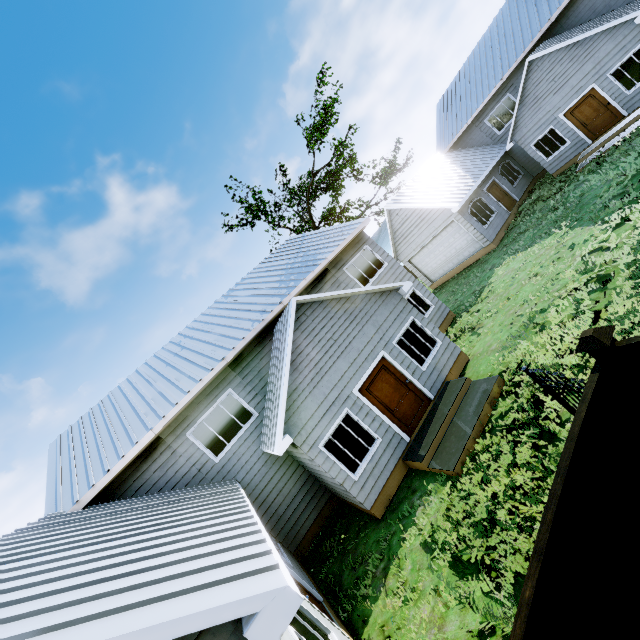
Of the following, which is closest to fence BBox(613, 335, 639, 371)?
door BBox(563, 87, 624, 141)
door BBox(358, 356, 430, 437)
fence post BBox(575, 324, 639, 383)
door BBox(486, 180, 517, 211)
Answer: fence post BBox(575, 324, 639, 383)

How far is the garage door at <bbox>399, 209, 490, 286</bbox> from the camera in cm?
1883

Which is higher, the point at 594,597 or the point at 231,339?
the point at 231,339

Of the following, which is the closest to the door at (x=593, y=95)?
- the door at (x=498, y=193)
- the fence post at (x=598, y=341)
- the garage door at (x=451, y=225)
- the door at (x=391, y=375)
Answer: the door at (x=498, y=193)

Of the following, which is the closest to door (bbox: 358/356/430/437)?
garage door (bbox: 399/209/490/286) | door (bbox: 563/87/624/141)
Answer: garage door (bbox: 399/209/490/286)

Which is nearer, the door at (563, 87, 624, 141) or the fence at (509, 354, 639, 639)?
the fence at (509, 354, 639, 639)

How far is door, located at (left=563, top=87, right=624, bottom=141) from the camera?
15.5 meters

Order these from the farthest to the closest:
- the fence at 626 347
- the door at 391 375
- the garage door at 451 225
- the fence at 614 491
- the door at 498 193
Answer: the door at 498 193 → the garage door at 451 225 → the door at 391 375 → the fence at 626 347 → the fence at 614 491
